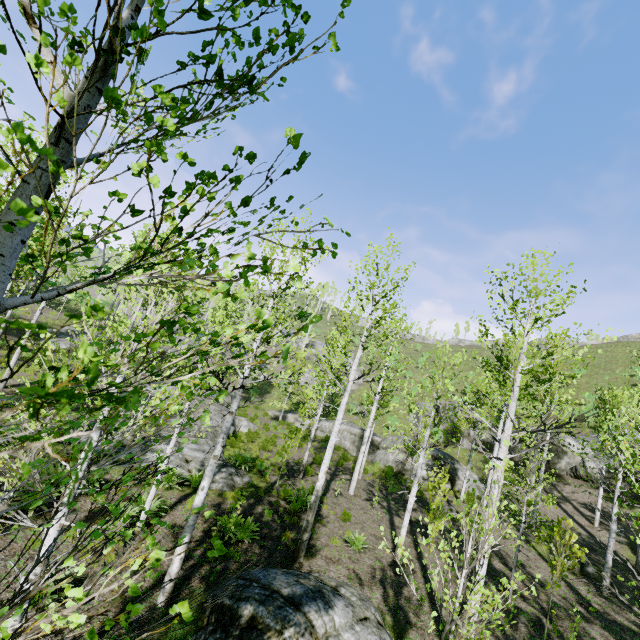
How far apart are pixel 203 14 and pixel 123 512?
2.40m

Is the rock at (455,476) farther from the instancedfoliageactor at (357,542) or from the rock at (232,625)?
the rock at (232,625)

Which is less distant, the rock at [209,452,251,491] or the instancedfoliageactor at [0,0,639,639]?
the instancedfoliageactor at [0,0,639,639]

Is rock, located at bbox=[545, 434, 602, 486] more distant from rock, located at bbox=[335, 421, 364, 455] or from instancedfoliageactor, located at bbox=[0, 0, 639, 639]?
instancedfoliageactor, located at bbox=[0, 0, 639, 639]

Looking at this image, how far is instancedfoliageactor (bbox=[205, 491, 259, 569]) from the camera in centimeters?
113cm

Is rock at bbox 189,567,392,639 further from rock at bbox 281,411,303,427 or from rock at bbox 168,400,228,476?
rock at bbox 281,411,303,427

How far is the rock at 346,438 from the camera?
25.9 meters
